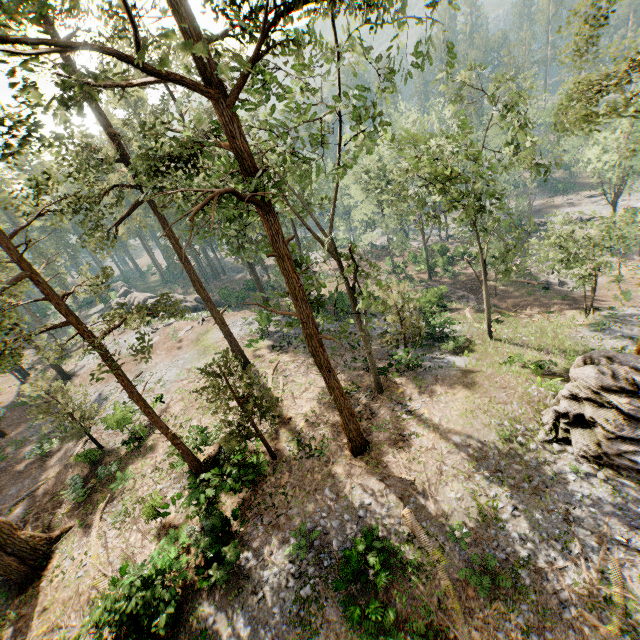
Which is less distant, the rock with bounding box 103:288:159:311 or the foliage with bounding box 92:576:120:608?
the foliage with bounding box 92:576:120:608

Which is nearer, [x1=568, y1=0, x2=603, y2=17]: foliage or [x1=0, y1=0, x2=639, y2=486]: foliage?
[x1=0, y1=0, x2=639, y2=486]: foliage

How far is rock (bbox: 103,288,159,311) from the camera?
48.33m

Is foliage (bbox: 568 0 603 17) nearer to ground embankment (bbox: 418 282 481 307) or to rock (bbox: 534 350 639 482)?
rock (bbox: 534 350 639 482)

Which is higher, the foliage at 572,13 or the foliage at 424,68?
the foliage at 572,13

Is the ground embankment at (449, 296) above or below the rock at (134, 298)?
below

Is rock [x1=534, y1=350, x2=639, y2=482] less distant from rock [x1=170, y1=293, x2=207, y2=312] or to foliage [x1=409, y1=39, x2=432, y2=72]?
foliage [x1=409, y1=39, x2=432, y2=72]

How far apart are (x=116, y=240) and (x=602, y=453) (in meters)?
24.71
